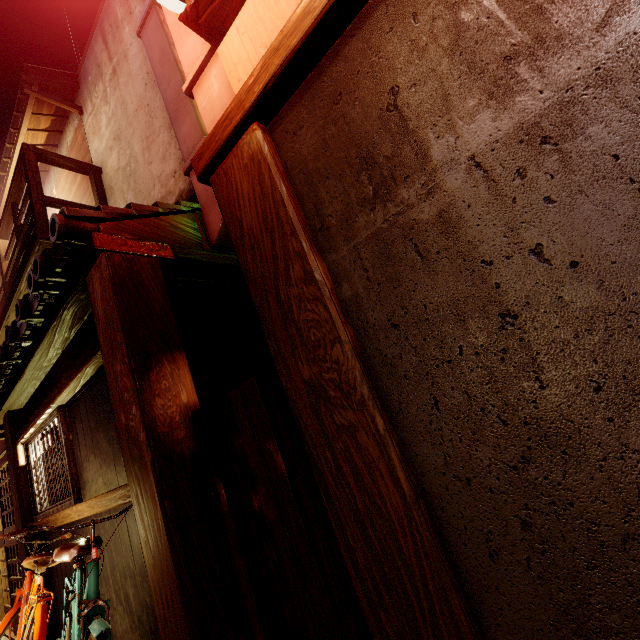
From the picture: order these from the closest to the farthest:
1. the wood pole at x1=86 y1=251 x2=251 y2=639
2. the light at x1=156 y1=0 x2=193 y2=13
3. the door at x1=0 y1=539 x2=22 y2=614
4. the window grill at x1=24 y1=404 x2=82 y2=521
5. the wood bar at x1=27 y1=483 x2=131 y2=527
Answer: the light at x1=156 y1=0 x2=193 y2=13 → the wood pole at x1=86 y1=251 x2=251 y2=639 → the wood bar at x1=27 y1=483 x2=131 y2=527 → the window grill at x1=24 y1=404 x2=82 y2=521 → the door at x1=0 y1=539 x2=22 y2=614

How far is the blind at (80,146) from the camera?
10.03m

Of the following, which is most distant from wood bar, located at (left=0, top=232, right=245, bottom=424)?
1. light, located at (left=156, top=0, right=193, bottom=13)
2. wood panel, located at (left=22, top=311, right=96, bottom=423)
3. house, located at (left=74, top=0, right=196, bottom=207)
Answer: light, located at (left=156, top=0, right=193, bottom=13)

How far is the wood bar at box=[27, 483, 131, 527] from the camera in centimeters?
456cm

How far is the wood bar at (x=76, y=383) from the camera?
5.24m

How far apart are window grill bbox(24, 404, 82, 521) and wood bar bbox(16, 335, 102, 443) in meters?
0.0 m

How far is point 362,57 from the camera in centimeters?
218cm

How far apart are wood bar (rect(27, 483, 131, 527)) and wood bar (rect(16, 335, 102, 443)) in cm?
202
